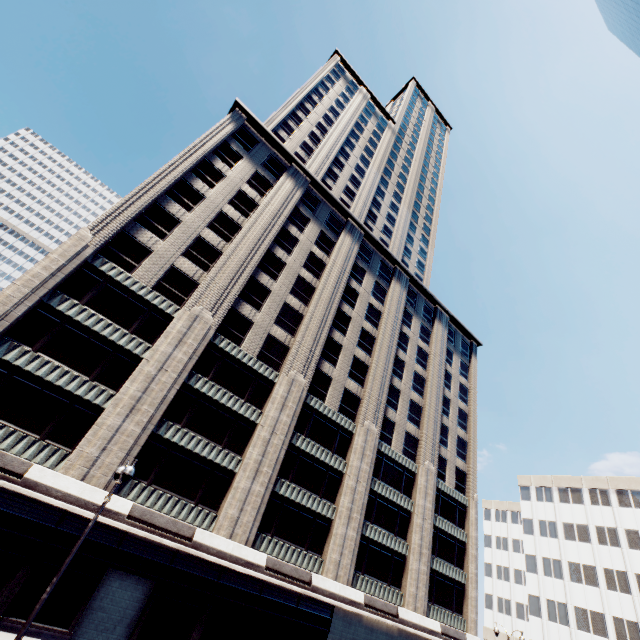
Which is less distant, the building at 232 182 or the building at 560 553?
the building at 232 182

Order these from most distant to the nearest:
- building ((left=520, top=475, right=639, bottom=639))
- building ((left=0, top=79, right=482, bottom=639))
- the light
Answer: building ((left=520, top=475, right=639, bottom=639)), building ((left=0, top=79, right=482, bottom=639)), the light

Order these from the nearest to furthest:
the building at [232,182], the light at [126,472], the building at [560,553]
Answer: the light at [126,472] → the building at [232,182] → the building at [560,553]

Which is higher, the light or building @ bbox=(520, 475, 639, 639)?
building @ bbox=(520, 475, 639, 639)

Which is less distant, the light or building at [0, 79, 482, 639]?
the light

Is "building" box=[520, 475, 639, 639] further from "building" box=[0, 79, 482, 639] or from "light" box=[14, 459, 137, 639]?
"light" box=[14, 459, 137, 639]

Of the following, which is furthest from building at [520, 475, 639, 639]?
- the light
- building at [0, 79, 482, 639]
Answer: the light

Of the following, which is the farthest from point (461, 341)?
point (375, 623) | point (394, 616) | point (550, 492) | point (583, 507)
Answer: point (375, 623)
